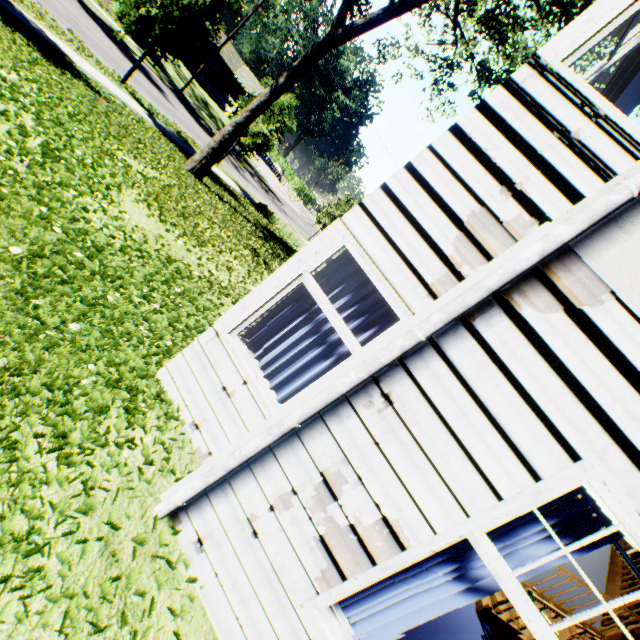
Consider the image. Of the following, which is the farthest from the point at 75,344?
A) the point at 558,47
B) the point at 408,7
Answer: the point at 408,7

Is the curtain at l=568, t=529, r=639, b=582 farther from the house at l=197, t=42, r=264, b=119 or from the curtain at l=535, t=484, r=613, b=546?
the house at l=197, t=42, r=264, b=119

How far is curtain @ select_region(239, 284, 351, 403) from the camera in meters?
3.1

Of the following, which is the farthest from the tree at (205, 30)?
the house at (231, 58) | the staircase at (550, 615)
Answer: the staircase at (550, 615)

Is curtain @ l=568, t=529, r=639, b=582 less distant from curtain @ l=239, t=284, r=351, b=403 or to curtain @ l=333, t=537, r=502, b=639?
curtain @ l=333, t=537, r=502, b=639

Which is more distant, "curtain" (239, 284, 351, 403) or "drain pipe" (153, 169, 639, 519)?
"curtain" (239, 284, 351, 403)

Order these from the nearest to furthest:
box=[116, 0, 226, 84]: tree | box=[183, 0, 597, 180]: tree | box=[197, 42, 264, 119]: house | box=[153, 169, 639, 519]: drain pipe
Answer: box=[153, 169, 639, 519]: drain pipe
box=[183, 0, 597, 180]: tree
box=[116, 0, 226, 84]: tree
box=[197, 42, 264, 119]: house

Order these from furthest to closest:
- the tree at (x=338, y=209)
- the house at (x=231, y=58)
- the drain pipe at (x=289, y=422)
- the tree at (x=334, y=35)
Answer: the house at (x=231, y=58) < the tree at (x=338, y=209) < the tree at (x=334, y=35) < the drain pipe at (x=289, y=422)
